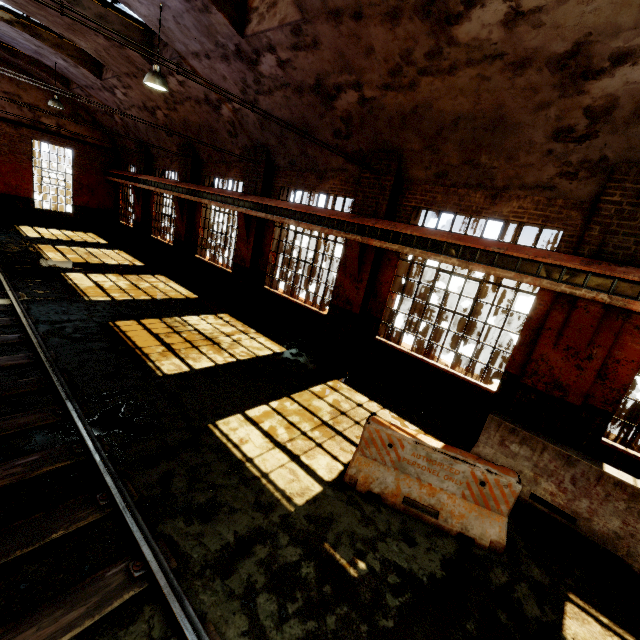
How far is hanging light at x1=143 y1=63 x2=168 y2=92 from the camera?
7.5m

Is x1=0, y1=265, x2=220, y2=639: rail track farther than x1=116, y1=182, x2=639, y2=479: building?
No

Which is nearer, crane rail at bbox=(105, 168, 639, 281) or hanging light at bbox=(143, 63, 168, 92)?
crane rail at bbox=(105, 168, 639, 281)

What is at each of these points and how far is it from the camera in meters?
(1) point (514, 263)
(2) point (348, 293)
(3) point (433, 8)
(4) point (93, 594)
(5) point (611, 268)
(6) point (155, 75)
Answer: (1) beam, 6.1
(2) building, 8.9
(3) building, 4.9
(4) rail track, 2.9
(5) crane rail, 5.2
(6) hanging light, 7.5

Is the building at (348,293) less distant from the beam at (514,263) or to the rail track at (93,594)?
the beam at (514,263)

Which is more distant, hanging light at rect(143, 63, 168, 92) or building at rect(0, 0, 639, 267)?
hanging light at rect(143, 63, 168, 92)

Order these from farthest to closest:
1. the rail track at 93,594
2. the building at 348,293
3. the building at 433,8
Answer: the building at 348,293 < the building at 433,8 < the rail track at 93,594

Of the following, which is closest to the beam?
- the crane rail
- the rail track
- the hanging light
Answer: the crane rail
